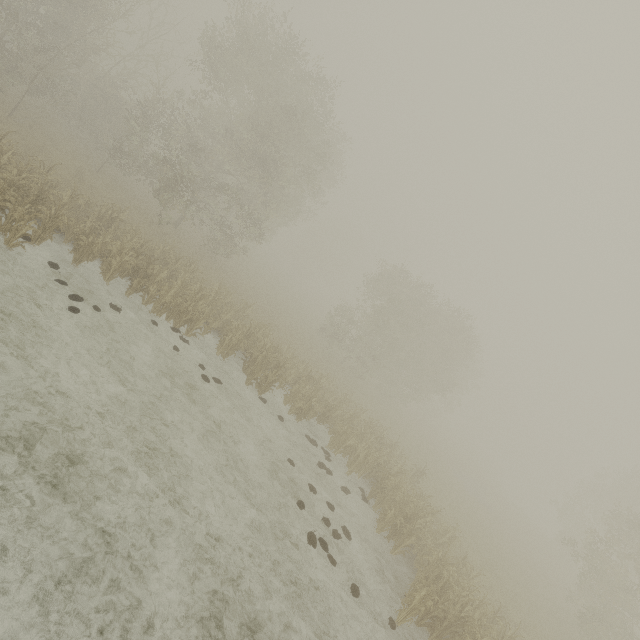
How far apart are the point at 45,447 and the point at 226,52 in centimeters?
2414cm
